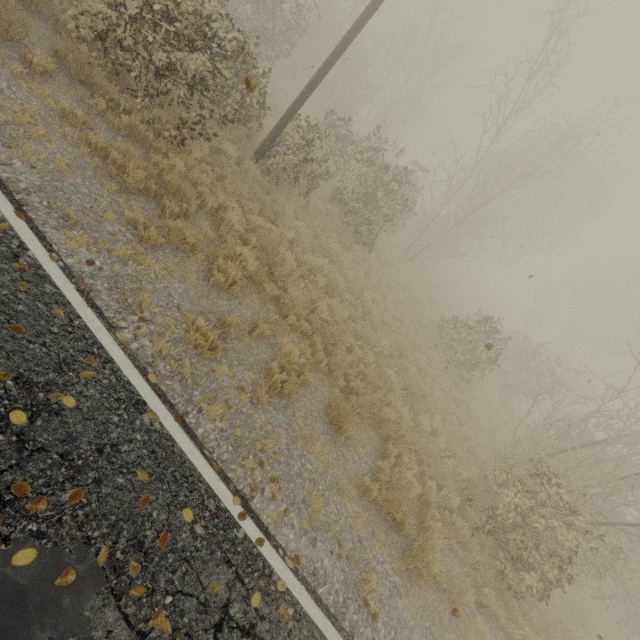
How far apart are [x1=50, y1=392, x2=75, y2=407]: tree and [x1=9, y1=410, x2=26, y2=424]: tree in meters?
0.3 m

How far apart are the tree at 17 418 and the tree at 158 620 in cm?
216

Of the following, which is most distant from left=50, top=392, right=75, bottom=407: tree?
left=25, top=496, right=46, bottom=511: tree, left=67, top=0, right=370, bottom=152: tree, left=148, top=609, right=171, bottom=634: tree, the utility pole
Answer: left=67, top=0, right=370, bottom=152: tree

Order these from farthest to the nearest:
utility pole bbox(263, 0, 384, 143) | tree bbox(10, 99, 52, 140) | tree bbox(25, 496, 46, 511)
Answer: utility pole bbox(263, 0, 384, 143) < tree bbox(10, 99, 52, 140) < tree bbox(25, 496, 46, 511)

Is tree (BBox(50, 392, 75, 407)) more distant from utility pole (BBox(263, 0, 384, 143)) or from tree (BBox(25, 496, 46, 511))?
utility pole (BBox(263, 0, 384, 143))

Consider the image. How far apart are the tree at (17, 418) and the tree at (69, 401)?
0.3m

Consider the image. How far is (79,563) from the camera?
2.8 meters
